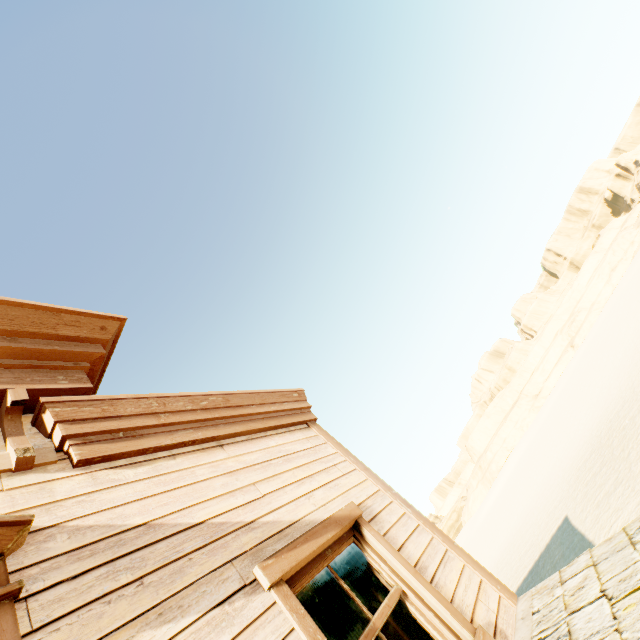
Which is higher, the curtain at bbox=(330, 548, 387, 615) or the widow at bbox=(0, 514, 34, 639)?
the widow at bbox=(0, 514, 34, 639)

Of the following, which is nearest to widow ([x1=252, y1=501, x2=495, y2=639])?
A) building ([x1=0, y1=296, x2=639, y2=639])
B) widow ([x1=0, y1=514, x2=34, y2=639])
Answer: building ([x1=0, y1=296, x2=639, y2=639])

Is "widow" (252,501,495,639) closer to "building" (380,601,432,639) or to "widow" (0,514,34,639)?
"building" (380,601,432,639)

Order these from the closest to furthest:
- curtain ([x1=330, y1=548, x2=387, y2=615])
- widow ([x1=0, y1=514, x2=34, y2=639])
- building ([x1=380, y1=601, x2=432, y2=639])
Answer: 1. widow ([x1=0, y1=514, x2=34, y2=639])
2. curtain ([x1=330, y1=548, x2=387, y2=615])
3. building ([x1=380, y1=601, x2=432, y2=639])

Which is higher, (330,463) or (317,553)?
(330,463)

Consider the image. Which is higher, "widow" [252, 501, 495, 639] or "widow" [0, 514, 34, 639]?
"widow" [0, 514, 34, 639]

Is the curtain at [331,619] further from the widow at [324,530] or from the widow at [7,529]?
the widow at [7,529]

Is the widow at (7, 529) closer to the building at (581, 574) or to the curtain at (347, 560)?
the building at (581, 574)
